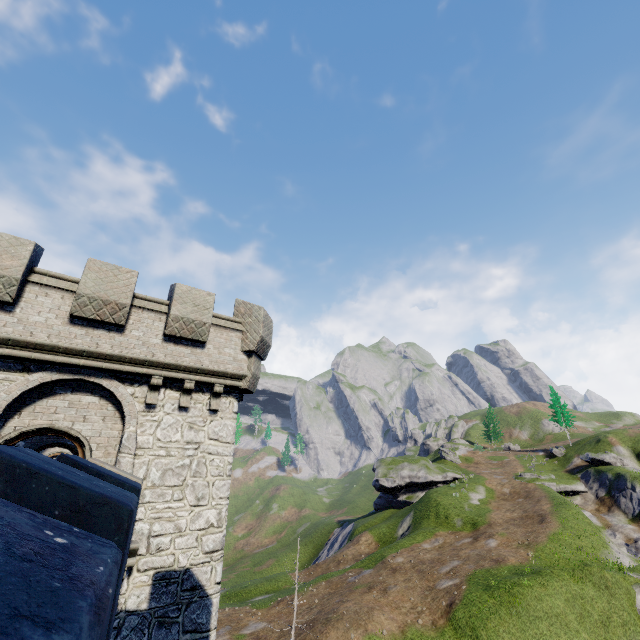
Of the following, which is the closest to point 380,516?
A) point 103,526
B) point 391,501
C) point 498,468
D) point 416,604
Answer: point 391,501
